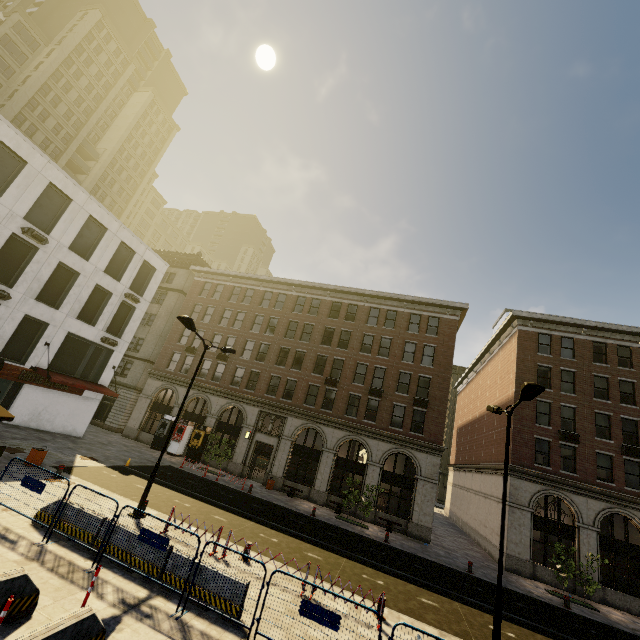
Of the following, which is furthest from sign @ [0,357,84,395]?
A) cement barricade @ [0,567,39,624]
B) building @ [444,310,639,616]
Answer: building @ [444,310,639,616]

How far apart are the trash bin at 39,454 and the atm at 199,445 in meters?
14.2

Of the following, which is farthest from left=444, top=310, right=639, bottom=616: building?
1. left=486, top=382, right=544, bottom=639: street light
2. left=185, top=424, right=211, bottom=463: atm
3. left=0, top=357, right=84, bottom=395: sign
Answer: left=0, top=357, right=84, bottom=395: sign

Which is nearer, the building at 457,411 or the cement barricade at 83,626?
the cement barricade at 83,626

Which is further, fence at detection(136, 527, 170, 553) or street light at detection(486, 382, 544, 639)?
street light at detection(486, 382, 544, 639)

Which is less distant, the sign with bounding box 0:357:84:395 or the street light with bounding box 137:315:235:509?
the street light with bounding box 137:315:235:509

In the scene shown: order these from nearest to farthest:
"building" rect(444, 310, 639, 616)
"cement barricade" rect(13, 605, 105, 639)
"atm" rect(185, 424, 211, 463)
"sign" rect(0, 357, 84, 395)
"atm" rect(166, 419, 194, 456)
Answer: "cement barricade" rect(13, 605, 105, 639)
"sign" rect(0, 357, 84, 395)
"building" rect(444, 310, 639, 616)
"atm" rect(185, 424, 211, 463)
"atm" rect(166, 419, 194, 456)

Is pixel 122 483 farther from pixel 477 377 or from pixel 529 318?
pixel 477 377
